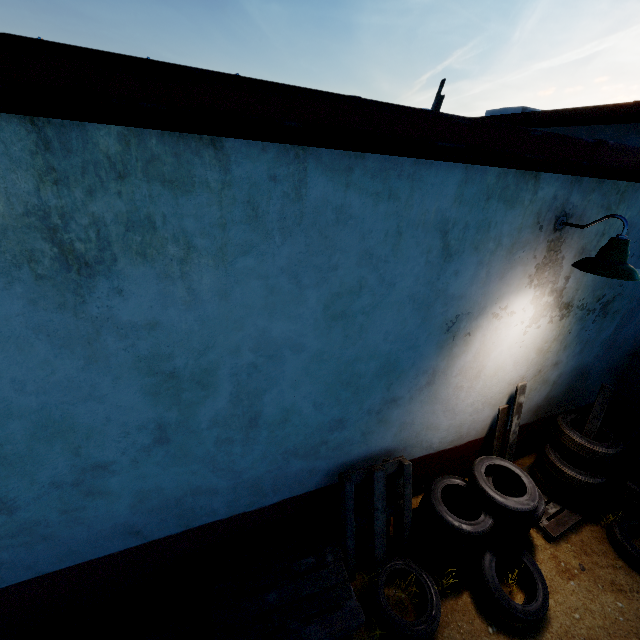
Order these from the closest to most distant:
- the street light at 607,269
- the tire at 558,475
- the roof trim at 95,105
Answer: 1. the roof trim at 95,105
2. the street light at 607,269
3. the tire at 558,475

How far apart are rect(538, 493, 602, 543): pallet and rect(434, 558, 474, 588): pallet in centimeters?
31cm

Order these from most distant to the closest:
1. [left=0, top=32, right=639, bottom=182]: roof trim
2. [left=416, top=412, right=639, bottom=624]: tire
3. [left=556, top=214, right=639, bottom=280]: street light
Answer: [left=416, top=412, right=639, bottom=624]: tire
[left=556, top=214, right=639, bottom=280]: street light
[left=0, top=32, right=639, bottom=182]: roof trim

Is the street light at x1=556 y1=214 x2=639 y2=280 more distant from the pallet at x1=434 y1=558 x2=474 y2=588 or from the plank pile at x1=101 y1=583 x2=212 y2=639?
the plank pile at x1=101 y1=583 x2=212 y2=639

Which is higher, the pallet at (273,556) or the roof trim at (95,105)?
the roof trim at (95,105)

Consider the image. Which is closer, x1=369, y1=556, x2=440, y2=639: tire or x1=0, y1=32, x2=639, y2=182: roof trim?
x1=0, y1=32, x2=639, y2=182: roof trim

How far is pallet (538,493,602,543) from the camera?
3.91m

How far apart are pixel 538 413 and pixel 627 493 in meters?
1.3
